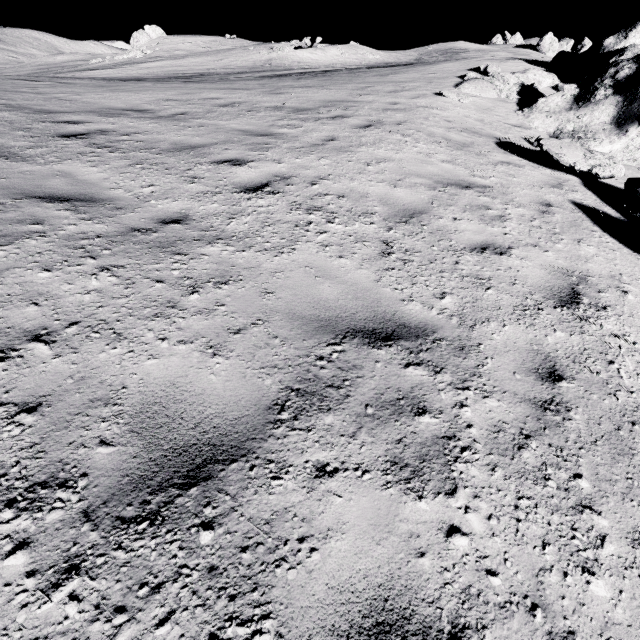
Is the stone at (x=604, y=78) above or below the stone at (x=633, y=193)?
above

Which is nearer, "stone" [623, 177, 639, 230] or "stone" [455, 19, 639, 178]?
"stone" [623, 177, 639, 230]

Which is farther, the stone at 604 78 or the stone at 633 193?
the stone at 604 78

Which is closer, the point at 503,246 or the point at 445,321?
the point at 445,321

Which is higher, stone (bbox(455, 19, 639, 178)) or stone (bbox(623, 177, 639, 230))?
stone (bbox(455, 19, 639, 178))
